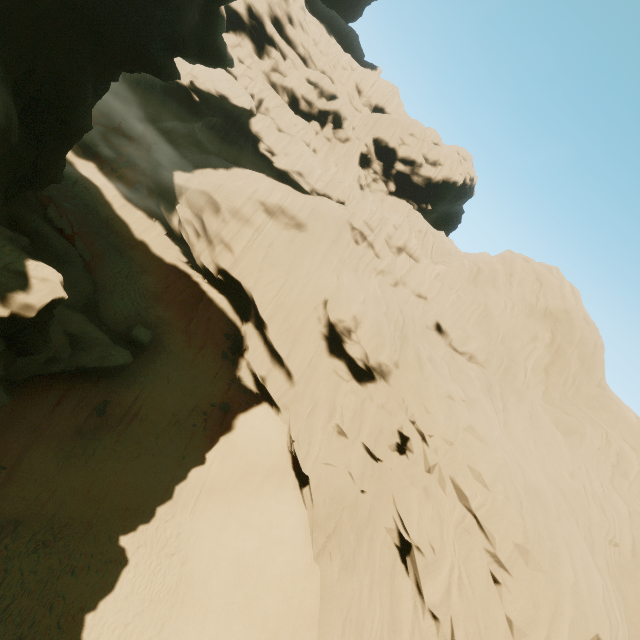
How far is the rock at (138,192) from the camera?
28.05m

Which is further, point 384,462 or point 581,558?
point 384,462

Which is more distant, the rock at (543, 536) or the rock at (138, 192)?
the rock at (138, 192)

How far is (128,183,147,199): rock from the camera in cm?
2805

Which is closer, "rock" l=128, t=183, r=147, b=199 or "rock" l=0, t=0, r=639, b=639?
"rock" l=0, t=0, r=639, b=639
